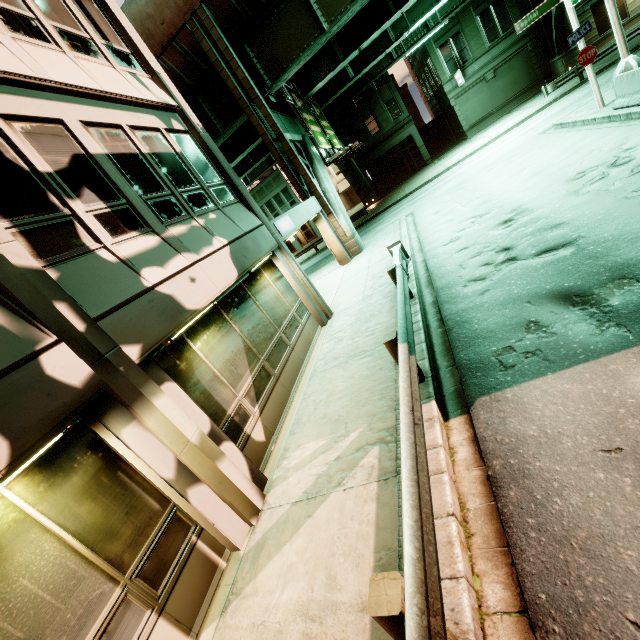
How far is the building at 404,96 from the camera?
31.9 meters

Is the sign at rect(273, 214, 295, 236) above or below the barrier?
above

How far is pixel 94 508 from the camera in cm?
370

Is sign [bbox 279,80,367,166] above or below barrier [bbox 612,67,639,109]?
above

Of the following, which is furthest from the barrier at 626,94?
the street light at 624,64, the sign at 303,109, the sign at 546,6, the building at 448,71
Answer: the building at 448,71

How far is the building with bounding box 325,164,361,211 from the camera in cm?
4553

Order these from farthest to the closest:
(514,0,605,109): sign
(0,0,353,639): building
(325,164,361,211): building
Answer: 1. (325,164,361,211): building
2. (514,0,605,109): sign
3. (0,0,353,639): building
